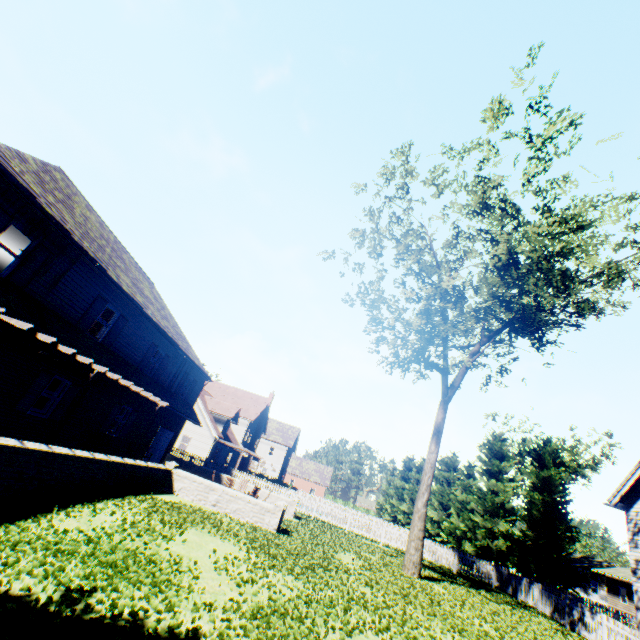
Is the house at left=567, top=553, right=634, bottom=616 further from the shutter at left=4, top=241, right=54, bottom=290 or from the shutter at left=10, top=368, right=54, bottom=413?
the shutter at left=4, top=241, right=54, bottom=290

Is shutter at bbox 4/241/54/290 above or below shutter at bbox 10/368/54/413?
above

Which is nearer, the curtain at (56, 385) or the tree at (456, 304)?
the curtain at (56, 385)

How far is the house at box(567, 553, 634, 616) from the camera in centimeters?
3759cm

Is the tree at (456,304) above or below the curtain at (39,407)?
above

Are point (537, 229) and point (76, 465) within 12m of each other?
no

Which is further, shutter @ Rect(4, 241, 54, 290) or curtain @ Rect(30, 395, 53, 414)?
Answer: curtain @ Rect(30, 395, 53, 414)

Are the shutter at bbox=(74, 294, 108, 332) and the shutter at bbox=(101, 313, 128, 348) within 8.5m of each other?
yes
